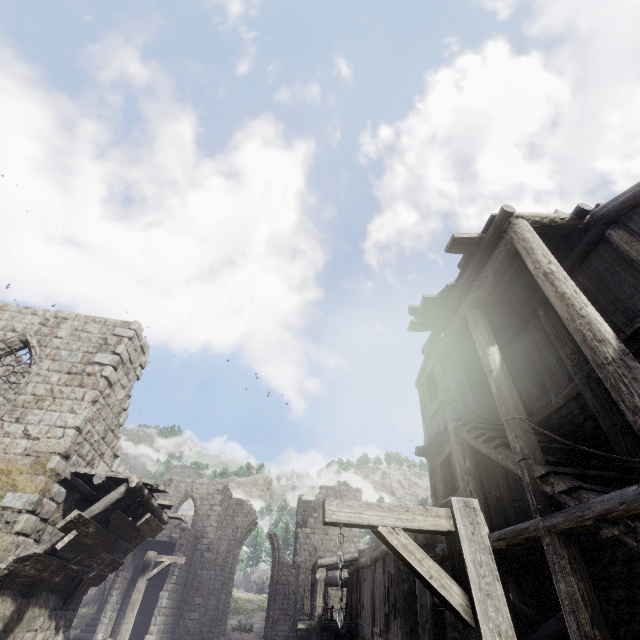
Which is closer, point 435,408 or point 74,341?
point 435,408

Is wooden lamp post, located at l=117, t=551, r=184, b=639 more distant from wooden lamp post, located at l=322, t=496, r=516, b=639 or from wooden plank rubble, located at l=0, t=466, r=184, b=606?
wooden lamp post, located at l=322, t=496, r=516, b=639

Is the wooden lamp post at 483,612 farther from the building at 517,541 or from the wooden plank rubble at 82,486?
the wooden plank rubble at 82,486

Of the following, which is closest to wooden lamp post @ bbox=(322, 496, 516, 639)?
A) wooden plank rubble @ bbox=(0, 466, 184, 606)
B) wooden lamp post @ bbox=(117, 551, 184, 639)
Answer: wooden plank rubble @ bbox=(0, 466, 184, 606)

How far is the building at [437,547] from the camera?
7.6 meters

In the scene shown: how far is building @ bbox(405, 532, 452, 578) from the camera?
7.6 meters

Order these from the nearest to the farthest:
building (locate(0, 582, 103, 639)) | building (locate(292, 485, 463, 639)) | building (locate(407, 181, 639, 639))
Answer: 1. building (locate(407, 181, 639, 639))
2. building (locate(0, 582, 103, 639))
3. building (locate(292, 485, 463, 639))
